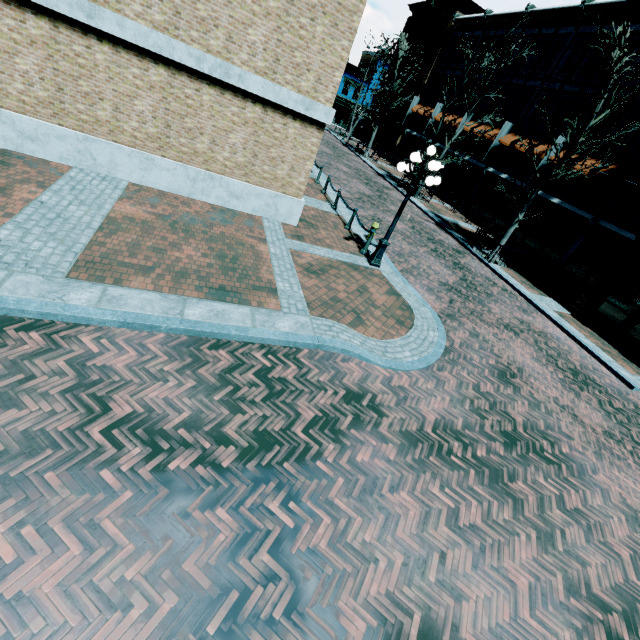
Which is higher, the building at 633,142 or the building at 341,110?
the building at 633,142

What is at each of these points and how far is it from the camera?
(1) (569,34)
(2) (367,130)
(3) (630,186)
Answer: (1) building, 20.8 meters
(2) building, 44.9 meters
(3) awning, 16.0 meters

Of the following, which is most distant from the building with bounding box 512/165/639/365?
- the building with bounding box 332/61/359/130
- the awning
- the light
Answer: the light

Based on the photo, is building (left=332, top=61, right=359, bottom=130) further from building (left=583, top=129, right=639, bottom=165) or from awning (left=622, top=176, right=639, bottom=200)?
awning (left=622, top=176, right=639, bottom=200)

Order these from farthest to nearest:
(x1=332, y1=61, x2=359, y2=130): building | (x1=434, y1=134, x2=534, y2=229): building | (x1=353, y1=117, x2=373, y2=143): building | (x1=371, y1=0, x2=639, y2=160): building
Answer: (x1=332, y1=61, x2=359, y2=130): building < (x1=353, y1=117, x2=373, y2=143): building < (x1=434, y1=134, x2=534, y2=229): building < (x1=371, y1=0, x2=639, y2=160): building

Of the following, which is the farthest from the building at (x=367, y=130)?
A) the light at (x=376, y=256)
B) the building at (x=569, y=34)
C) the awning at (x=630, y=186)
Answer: the light at (x=376, y=256)

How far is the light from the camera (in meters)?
8.55

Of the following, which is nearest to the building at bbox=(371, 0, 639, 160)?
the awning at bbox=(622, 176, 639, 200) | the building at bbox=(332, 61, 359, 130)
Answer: the awning at bbox=(622, 176, 639, 200)
